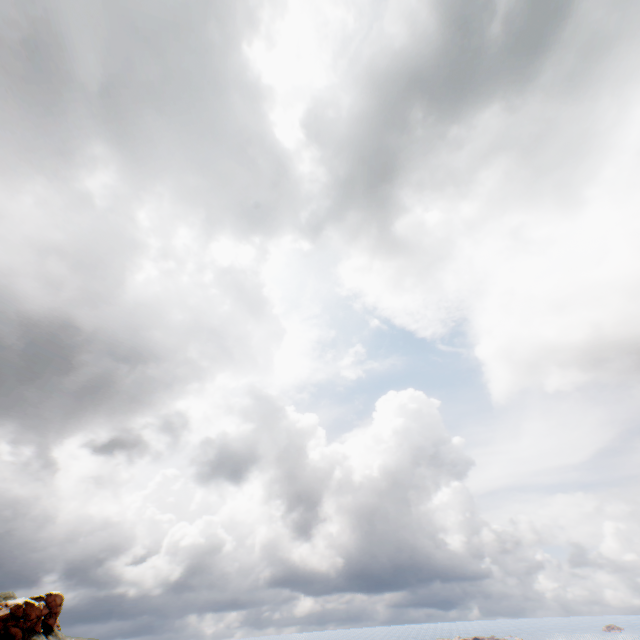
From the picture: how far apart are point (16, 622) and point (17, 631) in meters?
1.7 m
